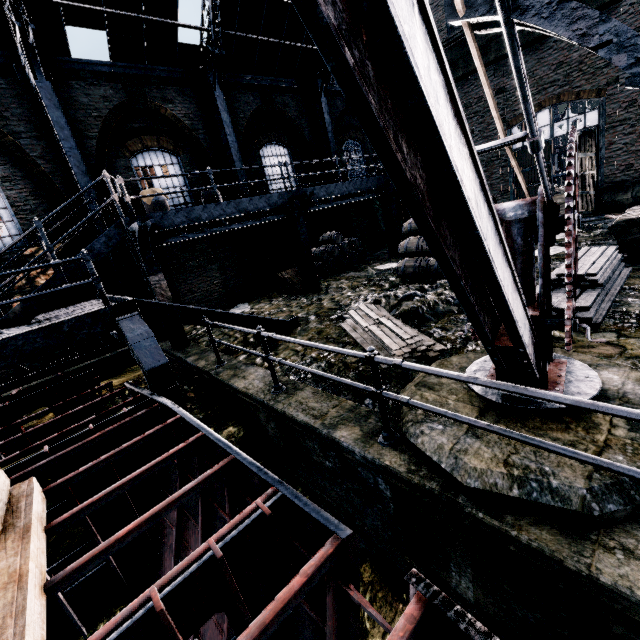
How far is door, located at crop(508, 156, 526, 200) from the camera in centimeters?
1736cm

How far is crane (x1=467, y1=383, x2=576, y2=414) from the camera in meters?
3.3 m

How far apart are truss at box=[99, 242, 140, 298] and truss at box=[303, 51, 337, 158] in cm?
1097

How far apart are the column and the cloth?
11.64m

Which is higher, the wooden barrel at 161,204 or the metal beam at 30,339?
the wooden barrel at 161,204

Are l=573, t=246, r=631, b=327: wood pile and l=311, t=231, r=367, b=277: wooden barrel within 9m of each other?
no

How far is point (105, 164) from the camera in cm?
1162

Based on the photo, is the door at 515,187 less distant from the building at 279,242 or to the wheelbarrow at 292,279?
the building at 279,242
